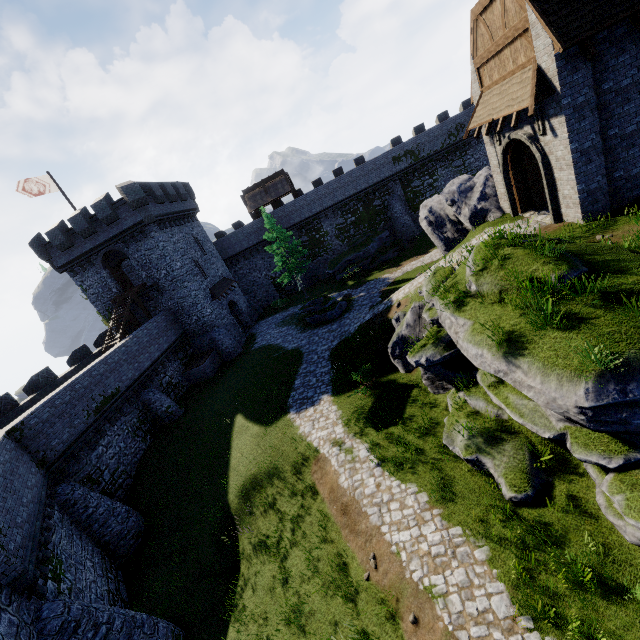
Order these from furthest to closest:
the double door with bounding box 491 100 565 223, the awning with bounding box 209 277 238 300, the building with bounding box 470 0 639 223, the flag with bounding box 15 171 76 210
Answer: the awning with bounding box 209 277 238 300
the flag with bounding box 15 171 76 210
the double door with bounding box 491 100 565 223
the building with bounding box 470 0 639 223

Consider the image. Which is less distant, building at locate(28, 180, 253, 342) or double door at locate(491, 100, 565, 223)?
double door at locate(491, 100, 565, 223)

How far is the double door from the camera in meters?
12.7

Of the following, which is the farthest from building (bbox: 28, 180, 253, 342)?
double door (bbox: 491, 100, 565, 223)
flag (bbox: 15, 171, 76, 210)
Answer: double door (bbox: 491, 100, 565, 223)

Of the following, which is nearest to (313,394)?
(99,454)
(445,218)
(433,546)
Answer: (433,546)

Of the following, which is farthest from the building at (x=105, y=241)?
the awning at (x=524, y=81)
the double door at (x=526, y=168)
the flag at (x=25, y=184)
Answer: the double door at (x=526, y=168)

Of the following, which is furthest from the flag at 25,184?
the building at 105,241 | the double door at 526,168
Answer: the double door at 526,168

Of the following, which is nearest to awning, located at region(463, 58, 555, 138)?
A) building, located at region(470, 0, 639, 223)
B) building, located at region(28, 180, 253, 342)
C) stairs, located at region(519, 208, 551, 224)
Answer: building, located at region(470, 0, 639, 223)
